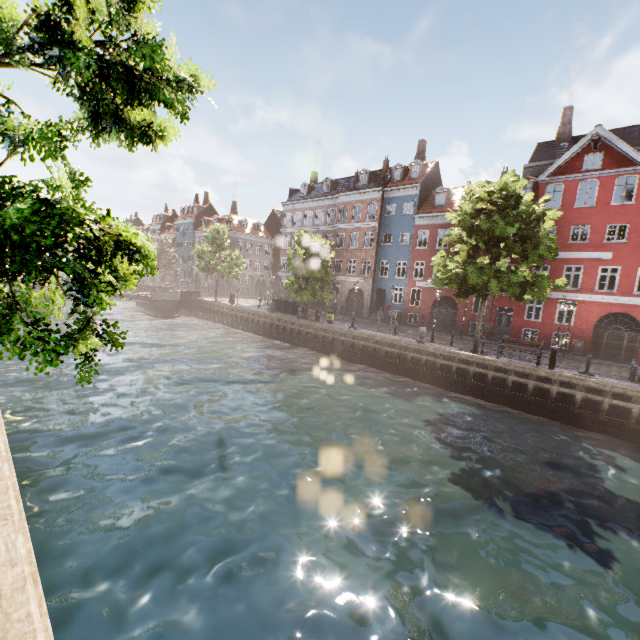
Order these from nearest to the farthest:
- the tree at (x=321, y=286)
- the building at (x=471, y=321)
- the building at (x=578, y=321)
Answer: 1. the building at (x=578, y=321)
2. the tree at (x=321, y=286)
3. the building at (x=471, y=321)

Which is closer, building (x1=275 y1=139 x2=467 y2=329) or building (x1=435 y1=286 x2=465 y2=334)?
building (x1=435 y1=286 x2=465 y2=334)

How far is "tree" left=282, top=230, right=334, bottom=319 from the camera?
27.5m

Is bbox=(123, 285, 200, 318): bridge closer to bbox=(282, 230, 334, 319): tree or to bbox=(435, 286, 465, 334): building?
bbox=(282, 230, 334, 319): tree

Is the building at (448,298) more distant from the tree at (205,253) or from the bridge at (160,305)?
the bridge at (160,305)

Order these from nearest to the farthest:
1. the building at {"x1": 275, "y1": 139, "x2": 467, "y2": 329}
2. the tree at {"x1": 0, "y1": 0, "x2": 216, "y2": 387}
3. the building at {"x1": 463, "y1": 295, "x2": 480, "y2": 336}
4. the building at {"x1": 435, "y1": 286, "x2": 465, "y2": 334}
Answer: the tree at {"x1": 0, "y1": 0, "x2": 216, "y2": 387}, the building at {"x1": 463, "y1": 295, "x2": 480, "y2": 336}, the building at {"x1": 435, "y1": 286, "x2": 465, "y2": 334}, the building at {"x1": 275, "y1": 139, "x2": 467, "y2": 329}

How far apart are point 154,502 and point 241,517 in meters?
2.3
